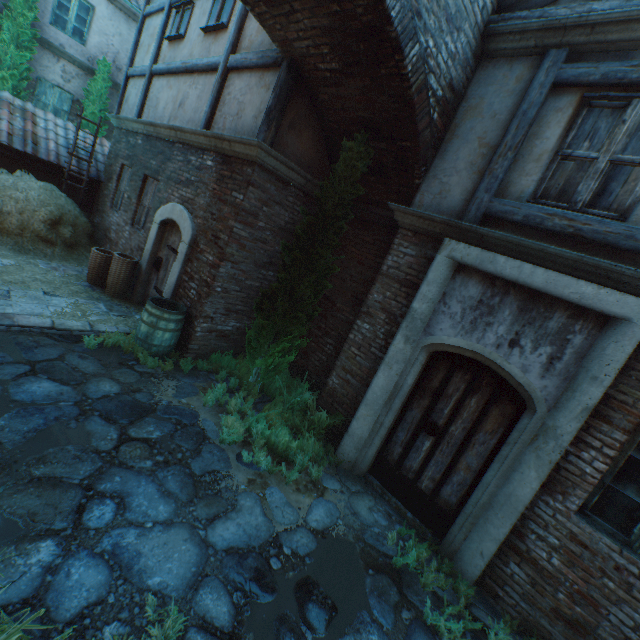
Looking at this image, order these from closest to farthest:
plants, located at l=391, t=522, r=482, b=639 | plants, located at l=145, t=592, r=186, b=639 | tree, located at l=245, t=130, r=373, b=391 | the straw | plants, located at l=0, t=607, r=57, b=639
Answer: plants, located at l=0, t=607, r=57, b=639
plants, located at l=145, t=592, r=186, b=639
plants, located at l=391, t=522, r=482, b=639
tree, located at l=245, t=130, r=373, b=391
the straw

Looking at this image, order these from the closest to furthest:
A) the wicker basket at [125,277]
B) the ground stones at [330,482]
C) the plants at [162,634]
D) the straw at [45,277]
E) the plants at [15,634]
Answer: the plants at [15,634] → the plants at [162,634] → the ground stones at [330,482] → the straw at [45,277] → the wicker basket at [125,277]

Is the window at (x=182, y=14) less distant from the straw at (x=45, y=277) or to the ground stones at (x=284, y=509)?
the straw at (x=45, y=277)

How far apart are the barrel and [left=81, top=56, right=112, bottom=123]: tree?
10.5m

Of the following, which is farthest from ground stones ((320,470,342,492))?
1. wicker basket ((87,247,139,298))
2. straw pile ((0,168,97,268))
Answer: straw pile ((0,168,97,268))

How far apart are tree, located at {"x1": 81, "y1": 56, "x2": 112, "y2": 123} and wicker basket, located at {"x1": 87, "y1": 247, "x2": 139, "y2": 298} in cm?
821

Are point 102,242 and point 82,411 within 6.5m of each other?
no

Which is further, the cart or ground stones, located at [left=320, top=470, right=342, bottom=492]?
ground stones, located at [left=320, top=470, right=342, bottom=492]
